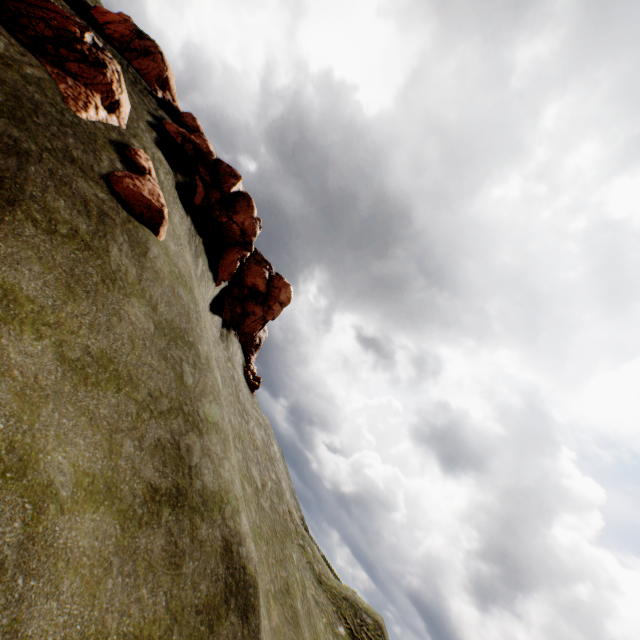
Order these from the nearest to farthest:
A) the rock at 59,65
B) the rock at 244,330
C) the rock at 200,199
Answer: the rock at 59,65, the rock at 200,199, the rock at 244,330

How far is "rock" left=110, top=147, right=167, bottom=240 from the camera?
13.00m

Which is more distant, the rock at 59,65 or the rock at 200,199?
the rock at 200,199

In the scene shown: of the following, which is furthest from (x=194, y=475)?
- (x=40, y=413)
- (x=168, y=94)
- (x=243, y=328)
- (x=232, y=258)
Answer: (x=168, y=94)

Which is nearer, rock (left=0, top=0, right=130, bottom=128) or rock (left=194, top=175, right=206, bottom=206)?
rock (left=0, top=0, right=130, bottom=128)
